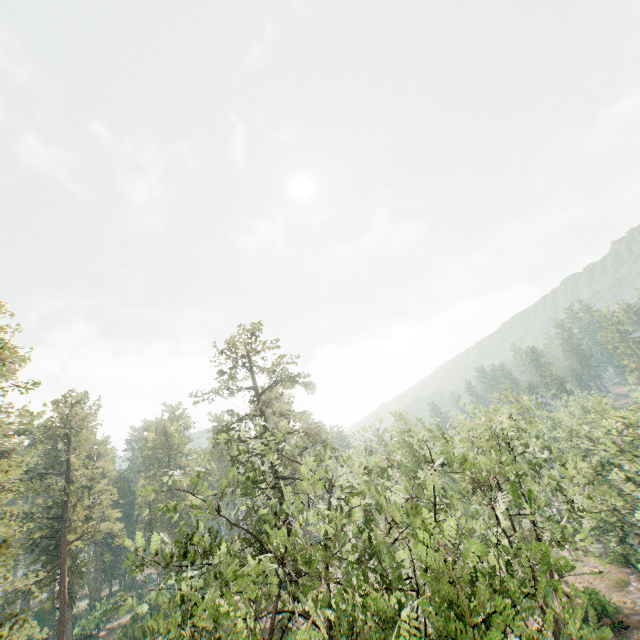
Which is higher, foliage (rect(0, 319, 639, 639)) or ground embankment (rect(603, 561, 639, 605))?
foliage (rect(0, 319, 639, 639))

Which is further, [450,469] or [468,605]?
[450,469]

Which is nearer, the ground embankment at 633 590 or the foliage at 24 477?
the foliage at 24 477

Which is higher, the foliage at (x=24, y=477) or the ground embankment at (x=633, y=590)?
the foliage at (x=24, y=477)

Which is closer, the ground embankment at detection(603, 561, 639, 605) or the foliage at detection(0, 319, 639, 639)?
the foliage at detection(0, 319, 639, 639)
